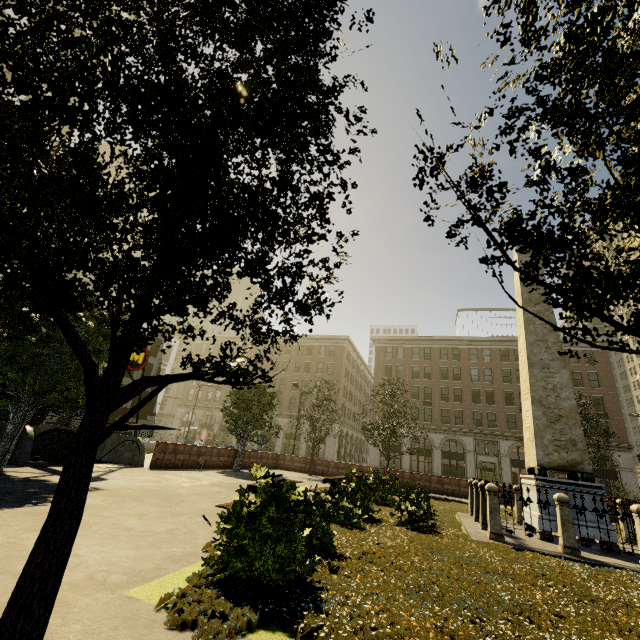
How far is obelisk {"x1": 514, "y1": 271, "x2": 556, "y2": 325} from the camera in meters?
12.6

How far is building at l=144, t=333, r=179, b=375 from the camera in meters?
48.8

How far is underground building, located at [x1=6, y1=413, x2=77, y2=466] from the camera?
11.2m

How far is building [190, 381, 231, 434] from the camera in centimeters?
5425cm

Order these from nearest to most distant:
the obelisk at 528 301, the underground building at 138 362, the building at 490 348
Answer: the obelisk at 528 301 < the underground building at 138 362 < the building at 490 348

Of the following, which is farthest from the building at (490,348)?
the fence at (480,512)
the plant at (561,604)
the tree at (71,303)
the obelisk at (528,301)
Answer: the obelisk at (528,301)

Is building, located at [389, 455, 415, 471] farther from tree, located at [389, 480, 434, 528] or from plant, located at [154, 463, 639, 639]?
tree, located at [389, 480, 434, 528]

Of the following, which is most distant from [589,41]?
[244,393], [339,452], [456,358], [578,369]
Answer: [456,358]
